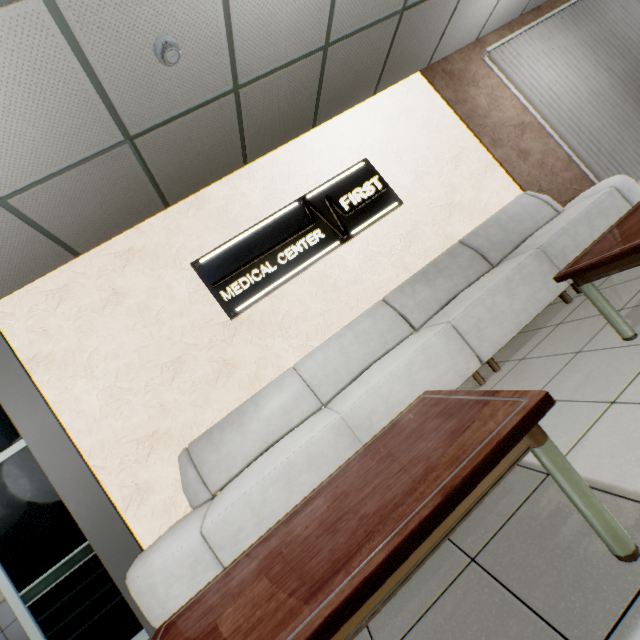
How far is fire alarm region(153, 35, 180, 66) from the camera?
2.1 meters

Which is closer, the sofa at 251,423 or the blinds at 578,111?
the sofa at 251,423

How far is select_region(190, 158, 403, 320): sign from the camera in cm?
337

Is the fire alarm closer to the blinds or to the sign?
the sign

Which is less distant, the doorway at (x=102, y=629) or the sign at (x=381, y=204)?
the doorway at (x=102, y=629)

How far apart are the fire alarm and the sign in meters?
1.5

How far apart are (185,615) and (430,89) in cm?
573

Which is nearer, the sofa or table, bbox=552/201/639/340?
table, bbox=552/201/639/340
